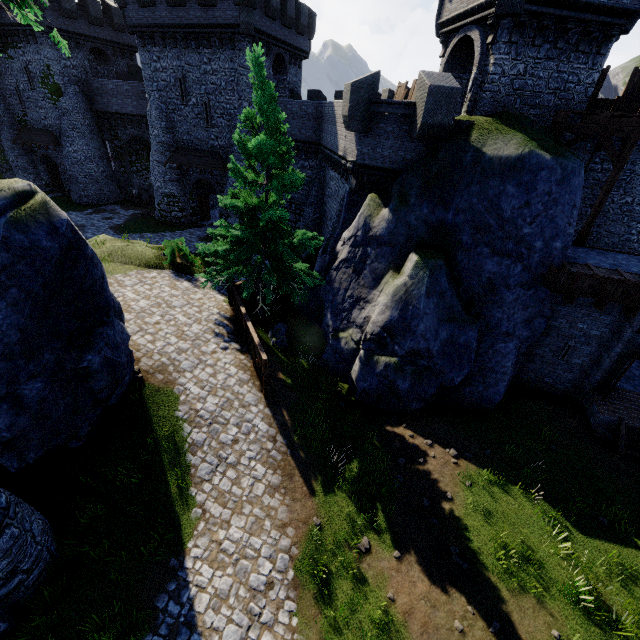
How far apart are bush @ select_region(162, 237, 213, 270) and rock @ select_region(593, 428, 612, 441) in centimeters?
1985cm

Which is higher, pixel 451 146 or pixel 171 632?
pixel 451 146

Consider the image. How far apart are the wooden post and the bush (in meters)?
18.42

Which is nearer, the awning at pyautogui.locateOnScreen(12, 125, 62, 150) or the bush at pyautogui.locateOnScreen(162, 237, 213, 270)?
the bush at pyautogui.locateOnScreen(162, 237, 213, 270)

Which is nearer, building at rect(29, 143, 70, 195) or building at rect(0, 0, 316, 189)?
building at rect(0, 0, 316, 189)

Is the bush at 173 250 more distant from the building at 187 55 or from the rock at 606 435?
the rock at 606 435

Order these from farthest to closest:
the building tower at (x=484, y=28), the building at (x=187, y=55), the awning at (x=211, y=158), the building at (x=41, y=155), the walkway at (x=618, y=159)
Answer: the building at (x=41, y=155)
the awning at (x=211, y=158)
the building at (x=187, y=55)
the walkway at (x=618, y=159)
the building tower at (x=484, y=28)

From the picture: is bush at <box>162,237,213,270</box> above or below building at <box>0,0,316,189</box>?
below
